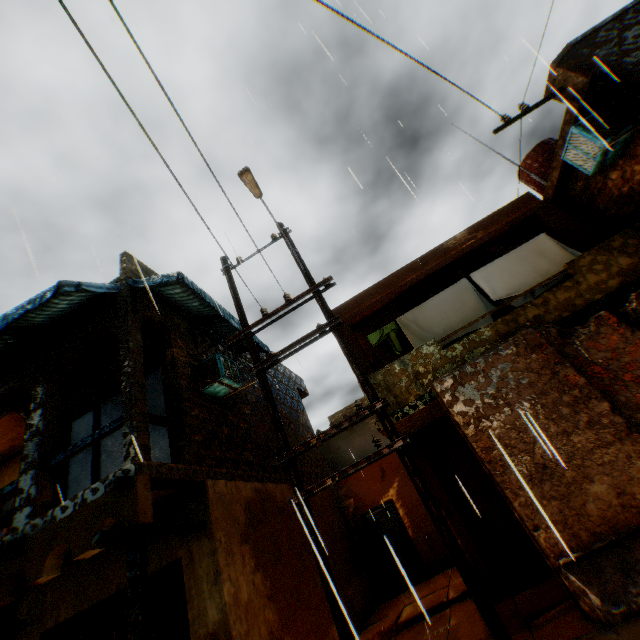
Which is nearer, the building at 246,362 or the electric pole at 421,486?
the electric pole at 421,486

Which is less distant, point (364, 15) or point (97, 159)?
point (364, 15)

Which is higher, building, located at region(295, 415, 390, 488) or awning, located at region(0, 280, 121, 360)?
awning, located at region(0, 280, 121, 360)

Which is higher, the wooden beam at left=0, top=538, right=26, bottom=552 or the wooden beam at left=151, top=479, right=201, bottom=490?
the wooden beam at left=0, top=538, right=26, bottom=552

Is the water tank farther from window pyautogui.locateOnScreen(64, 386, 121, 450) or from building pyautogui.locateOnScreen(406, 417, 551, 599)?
window pyautogui.locateOnScreen(64, 386, 121, 450)

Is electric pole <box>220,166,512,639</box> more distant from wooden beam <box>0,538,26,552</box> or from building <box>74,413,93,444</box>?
wooden beam <box>0,538,26,552</box>

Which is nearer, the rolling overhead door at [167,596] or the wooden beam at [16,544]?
the wooden beam at [16,544]

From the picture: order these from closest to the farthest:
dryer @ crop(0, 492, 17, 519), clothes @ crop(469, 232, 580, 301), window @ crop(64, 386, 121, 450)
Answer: clothes @ crop(469, 232, 580, 301)
window @ crop(64, 386, 121, 450)
dryer @ crop(0, 492, 17, 519)
